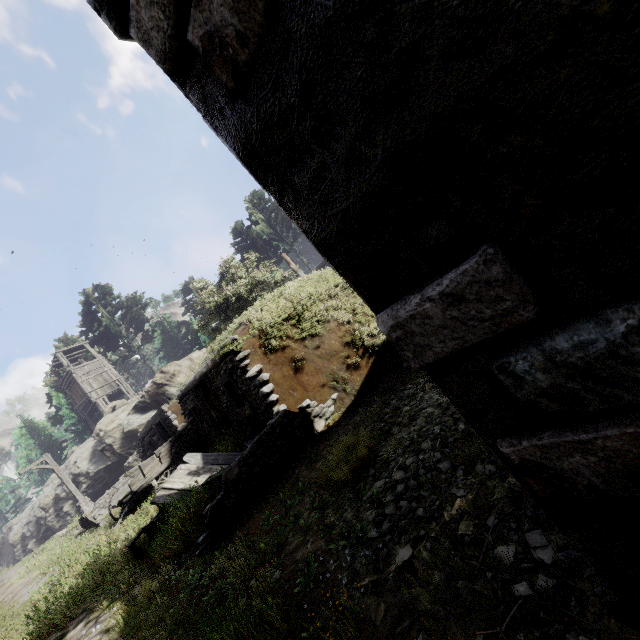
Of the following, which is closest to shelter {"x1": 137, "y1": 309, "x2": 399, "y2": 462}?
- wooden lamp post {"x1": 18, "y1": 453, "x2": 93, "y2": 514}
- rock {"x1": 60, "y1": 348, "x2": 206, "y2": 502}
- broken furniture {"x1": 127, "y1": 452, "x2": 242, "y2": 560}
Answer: broken furniture {"x1": 127, "y1": 452, "x2": 242, "y2": 560}

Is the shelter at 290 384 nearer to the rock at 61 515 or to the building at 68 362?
the building at 68 362

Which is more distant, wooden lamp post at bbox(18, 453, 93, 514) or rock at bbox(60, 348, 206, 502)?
rock at bbox(60, 348, 206, 502)

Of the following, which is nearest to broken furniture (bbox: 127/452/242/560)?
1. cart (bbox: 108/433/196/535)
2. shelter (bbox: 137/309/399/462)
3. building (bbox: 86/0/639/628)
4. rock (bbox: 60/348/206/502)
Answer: shelter (bbox: 137/309/399/462)

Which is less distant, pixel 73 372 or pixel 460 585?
pixel 460 585

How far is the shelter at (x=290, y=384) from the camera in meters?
7.7

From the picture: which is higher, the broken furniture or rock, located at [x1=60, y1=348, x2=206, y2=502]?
rock, located at [x1=60, y1=348, x2=206, y2=502]

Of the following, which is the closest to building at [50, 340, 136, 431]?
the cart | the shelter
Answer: the shelter
